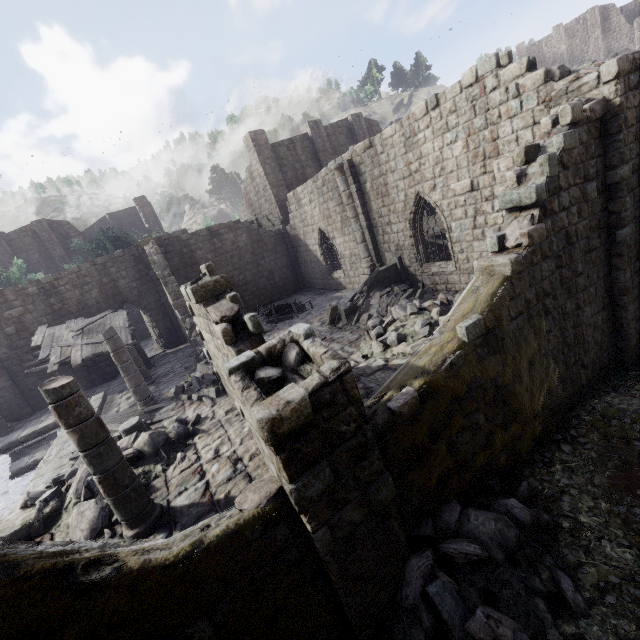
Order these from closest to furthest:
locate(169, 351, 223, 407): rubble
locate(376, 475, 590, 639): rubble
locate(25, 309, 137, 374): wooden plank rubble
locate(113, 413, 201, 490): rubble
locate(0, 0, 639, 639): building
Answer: locate(0, 0, 639, 639): building
locate(376, 475, 590, 639): rubble
locate(113, 413, 201, 490): rubble
locate(169, 351, 223, 407): rubble
locate(25, 309, 137, 374): wooden plank rubble

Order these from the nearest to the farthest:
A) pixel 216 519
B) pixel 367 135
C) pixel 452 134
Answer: pixel 216 519 < pixel 452 134 < pixel 367 135

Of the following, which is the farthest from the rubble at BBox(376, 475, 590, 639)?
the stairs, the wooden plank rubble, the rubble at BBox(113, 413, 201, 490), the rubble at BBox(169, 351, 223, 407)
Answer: the wooden plank rubble

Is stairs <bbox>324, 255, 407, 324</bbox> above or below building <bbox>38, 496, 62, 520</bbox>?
above

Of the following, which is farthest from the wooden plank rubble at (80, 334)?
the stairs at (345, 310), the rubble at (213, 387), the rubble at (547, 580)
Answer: the rubble at (547, 580)

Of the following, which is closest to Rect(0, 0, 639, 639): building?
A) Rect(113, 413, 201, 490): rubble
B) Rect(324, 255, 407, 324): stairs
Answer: Rect(324, 255, 407, 324): stairs

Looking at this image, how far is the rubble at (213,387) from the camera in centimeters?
1106cm

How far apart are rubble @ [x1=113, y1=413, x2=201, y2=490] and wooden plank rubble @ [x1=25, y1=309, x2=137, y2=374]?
7.0m
